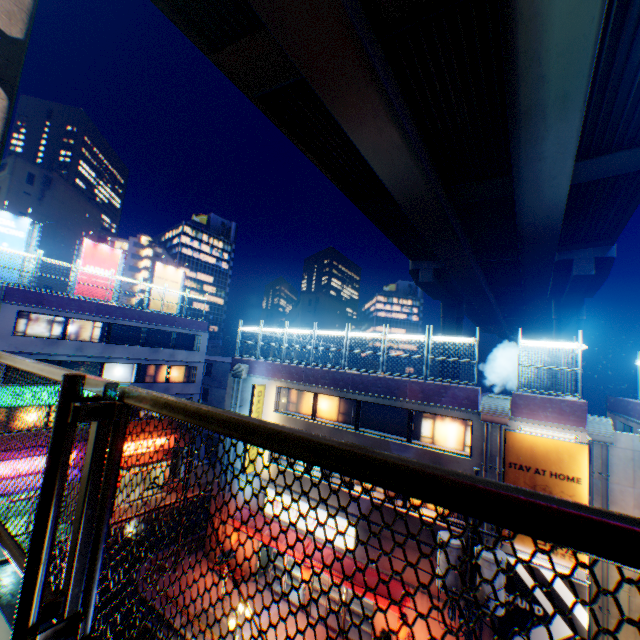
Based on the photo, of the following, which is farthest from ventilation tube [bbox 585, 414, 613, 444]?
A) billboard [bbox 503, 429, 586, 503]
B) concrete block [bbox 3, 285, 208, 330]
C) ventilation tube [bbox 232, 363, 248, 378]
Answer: concrete block [bbox 3, 285, 208, 330]

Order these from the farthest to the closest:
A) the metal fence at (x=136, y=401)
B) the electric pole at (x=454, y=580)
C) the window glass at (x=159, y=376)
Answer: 1. the window glass at (x=159, y=376)
2. the electric pole at (x=454, y=580)
3. the metal fence at (x=136, y=401)

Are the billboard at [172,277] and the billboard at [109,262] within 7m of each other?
yes

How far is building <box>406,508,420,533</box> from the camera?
14.5 meters

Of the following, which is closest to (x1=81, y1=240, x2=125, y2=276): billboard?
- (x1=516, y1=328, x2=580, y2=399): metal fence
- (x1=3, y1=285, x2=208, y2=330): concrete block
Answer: (x1=3, y1=285, x2=208, y2=330): concrete block

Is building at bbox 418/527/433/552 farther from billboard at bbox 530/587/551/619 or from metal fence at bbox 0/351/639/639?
metal fence at bbox 0/351/639/639

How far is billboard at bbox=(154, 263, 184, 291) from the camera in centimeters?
2941cm

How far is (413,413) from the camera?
16.3 meters
